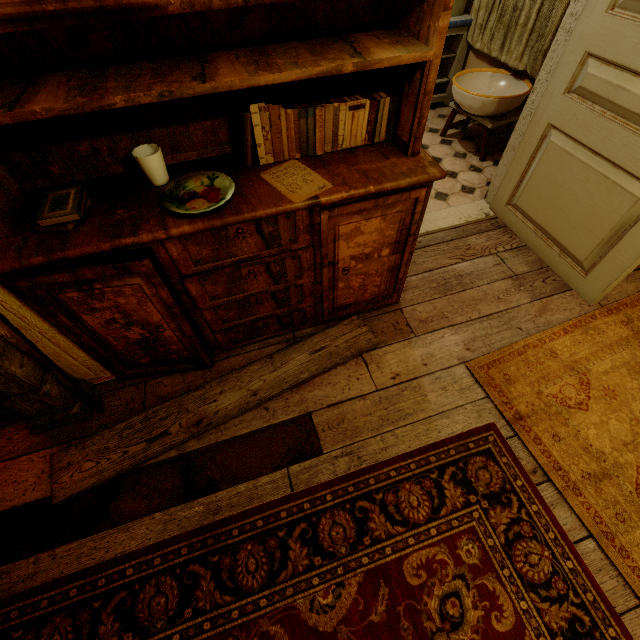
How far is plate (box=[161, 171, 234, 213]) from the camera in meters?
1.3

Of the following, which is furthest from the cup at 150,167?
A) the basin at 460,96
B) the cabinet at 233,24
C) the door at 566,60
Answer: the basin at 460,96

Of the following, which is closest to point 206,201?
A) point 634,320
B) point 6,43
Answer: point 6,43

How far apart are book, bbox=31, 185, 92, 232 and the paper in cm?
74

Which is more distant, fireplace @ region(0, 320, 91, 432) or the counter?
the counter

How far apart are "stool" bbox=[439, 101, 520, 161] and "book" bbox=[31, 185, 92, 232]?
3.28m

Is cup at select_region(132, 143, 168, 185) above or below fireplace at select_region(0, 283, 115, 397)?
above

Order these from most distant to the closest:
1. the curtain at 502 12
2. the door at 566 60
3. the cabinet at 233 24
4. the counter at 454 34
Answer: the counter at 454 34 < the curtain at 502 12 < the door at 566 60 < the cabinet at 233 24
